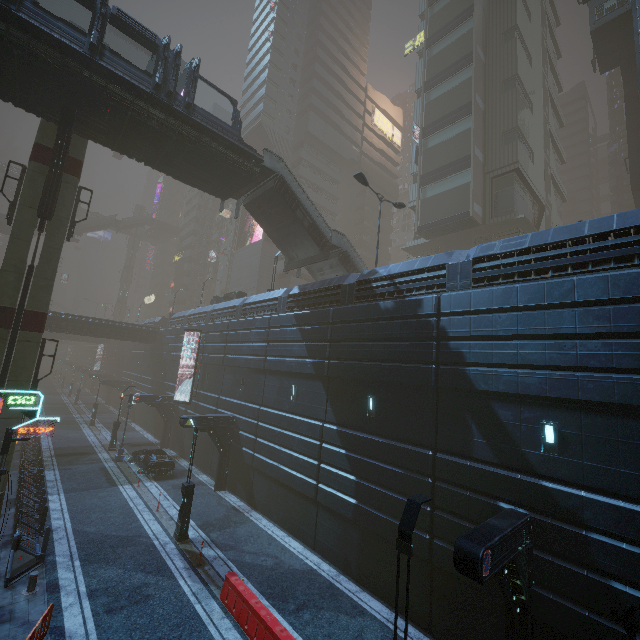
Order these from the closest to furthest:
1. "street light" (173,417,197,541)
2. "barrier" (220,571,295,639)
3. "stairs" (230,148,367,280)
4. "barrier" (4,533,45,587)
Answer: "barrier" (220,571,295,639) → "barrier" (4,533,45,587) → "street light" (173,417,197,541) → "stairs" (230,148,367,280)

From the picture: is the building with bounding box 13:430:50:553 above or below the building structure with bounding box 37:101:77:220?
below

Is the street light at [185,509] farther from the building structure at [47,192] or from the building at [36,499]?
the building structure at [47,192]

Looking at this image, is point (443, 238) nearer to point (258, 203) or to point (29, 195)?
point (258, 203)

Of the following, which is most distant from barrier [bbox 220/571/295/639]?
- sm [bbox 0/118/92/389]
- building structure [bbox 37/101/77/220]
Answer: building structure [bbox 37/101/77/220]

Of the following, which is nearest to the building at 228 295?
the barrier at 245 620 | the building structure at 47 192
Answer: the barrier at 245 620

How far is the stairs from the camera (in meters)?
21.48

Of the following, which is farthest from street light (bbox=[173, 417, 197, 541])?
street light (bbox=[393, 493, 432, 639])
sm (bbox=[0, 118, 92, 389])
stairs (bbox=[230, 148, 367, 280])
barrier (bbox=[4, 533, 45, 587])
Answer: stairs (bbox=[230, 148, 367, 280])
